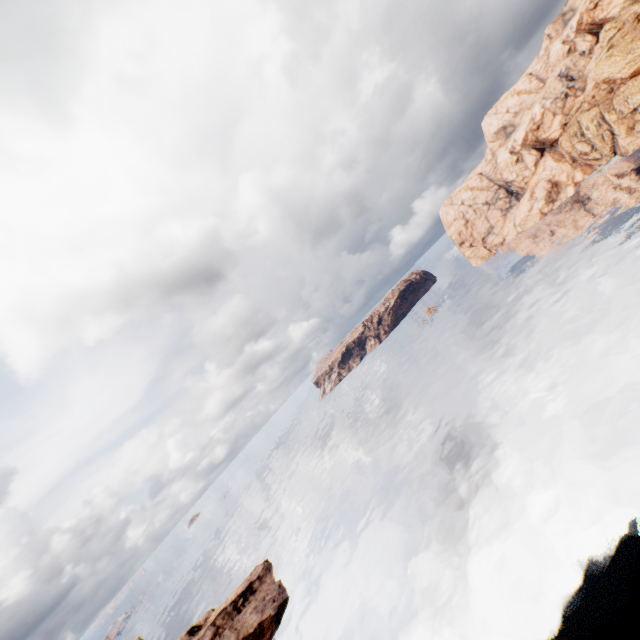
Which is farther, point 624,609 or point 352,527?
point 352,527
